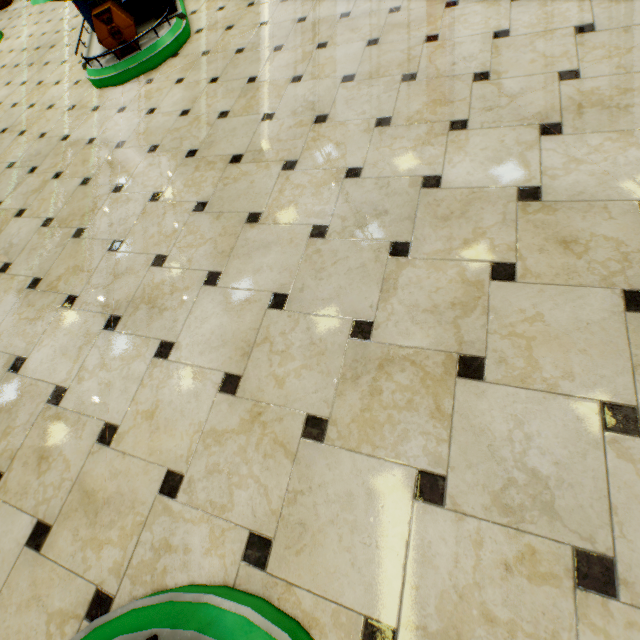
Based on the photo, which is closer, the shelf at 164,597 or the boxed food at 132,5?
the shelf at 164,597

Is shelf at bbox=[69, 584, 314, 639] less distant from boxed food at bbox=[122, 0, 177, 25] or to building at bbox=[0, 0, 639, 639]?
building at bbox=[0, 0, 639, 639]

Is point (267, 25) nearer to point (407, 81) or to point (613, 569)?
A: point (407, 81)

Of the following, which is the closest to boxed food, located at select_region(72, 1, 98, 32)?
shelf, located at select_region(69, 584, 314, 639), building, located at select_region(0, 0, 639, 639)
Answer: building, located at select_region(0, 0, 639, 639)

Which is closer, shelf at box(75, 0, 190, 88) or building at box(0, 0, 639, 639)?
building at box(0, 0, 639, 639)

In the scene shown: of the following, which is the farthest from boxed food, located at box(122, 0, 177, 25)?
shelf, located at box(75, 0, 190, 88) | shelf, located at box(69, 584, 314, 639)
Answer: shelf, located at box(69, 584, 314, 639)

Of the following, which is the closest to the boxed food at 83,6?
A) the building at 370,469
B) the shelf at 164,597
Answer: the building at 370,469

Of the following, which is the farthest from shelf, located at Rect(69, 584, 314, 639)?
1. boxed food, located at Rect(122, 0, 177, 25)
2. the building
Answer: boxed food, located at Rect(122, 0, 177, 25)
